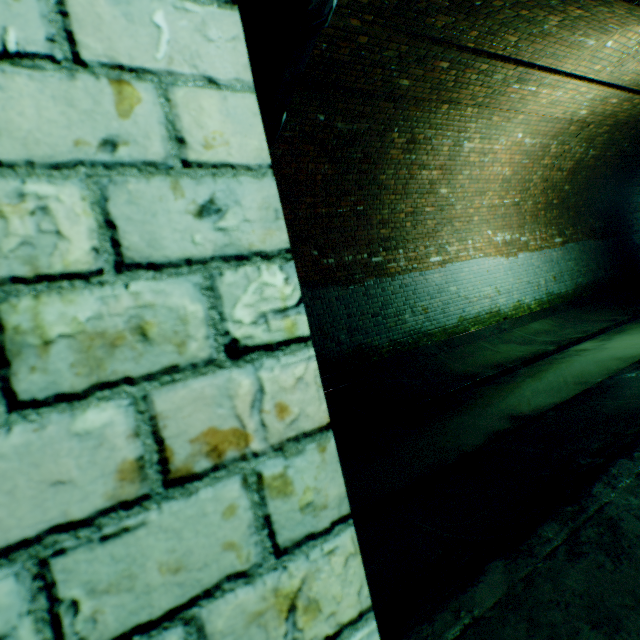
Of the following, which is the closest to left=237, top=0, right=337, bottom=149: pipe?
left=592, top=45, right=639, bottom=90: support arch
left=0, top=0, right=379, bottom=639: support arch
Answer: left=0, top=0, right=379, bottom=639: support arch

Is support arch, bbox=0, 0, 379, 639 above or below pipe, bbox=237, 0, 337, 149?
below

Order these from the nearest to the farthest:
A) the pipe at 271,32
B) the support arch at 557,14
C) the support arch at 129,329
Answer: the support arch at 129,329 < the pipe at 271,32 < the support arch at 557,14

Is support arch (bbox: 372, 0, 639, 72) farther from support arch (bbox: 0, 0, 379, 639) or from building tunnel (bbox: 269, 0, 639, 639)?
support arch (bbox: 0, 0, 379, 639)

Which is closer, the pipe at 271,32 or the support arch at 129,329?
the support arch at 129,329

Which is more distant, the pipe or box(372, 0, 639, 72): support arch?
box(372, 0, 639, 72): support arch

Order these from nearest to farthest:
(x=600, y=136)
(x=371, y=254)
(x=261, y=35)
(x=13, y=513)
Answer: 1. (x=13, y=513)
2. (x=261, y=35)
3. (x=371, y=254)
4. (x=600, y=136)
